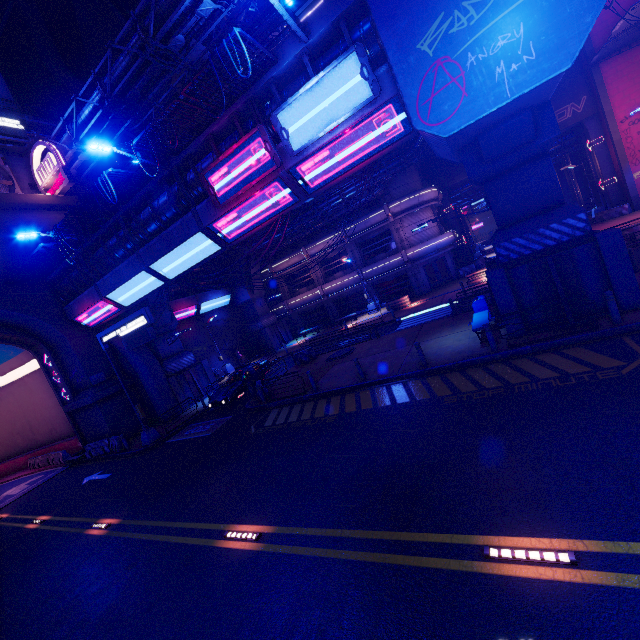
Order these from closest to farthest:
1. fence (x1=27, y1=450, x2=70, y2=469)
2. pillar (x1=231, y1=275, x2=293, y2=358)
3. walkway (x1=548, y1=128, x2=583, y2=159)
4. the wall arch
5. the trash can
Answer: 1. the trash can
2. the wall arch
3. fence (x1=27, y1=450, x2=70, y2=469)
4. walkway (x1=548, y1=128, x2=583, y2=159)
5. pillar (x1=231, y1=275, x2=293, y2=358)

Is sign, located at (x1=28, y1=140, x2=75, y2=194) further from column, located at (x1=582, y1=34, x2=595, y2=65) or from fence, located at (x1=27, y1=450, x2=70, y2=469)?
column, located at (x1=582, y1=34, x2=595, y2=65)

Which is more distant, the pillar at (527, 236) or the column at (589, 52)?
the column at (589, 52)

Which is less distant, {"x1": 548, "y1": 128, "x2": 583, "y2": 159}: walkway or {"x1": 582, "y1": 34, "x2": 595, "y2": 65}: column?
{"x1": 582, "y1": 34, "x2": 595, "y2": 65}: column

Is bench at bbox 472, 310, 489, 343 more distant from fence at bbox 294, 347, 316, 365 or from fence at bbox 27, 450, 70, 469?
fence at bbox 27, 450, 70, 469

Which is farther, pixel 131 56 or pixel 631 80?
pixel 631 80

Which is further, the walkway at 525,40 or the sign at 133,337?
the sign at 133,337

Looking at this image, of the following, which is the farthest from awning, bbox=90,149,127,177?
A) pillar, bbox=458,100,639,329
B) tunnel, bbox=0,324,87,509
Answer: pillar, bbox=458,100,639,329
